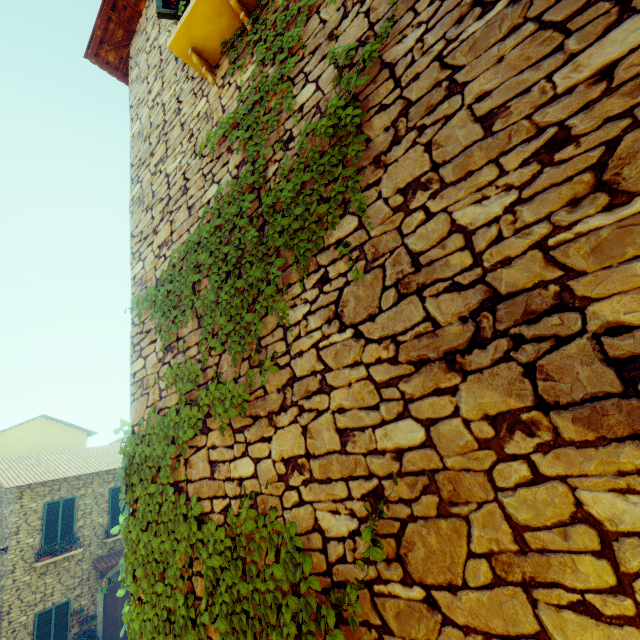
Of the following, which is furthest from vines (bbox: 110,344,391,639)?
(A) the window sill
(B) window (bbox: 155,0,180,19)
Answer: (B) window (bbox: 155,0,180,19)

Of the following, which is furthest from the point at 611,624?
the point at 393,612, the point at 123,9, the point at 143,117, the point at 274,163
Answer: the point at 123,9

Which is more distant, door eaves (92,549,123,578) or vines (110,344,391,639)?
door eaves (92,549,123,578)

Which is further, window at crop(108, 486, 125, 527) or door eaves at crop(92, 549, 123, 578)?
window at crop(108, 486, 125, 527)

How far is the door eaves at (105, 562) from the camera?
13.7 meters

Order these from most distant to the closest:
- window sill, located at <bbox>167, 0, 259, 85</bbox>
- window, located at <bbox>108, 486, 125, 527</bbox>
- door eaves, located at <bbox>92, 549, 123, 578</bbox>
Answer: window, located at <bbox>108, 486, 125, 527</bbox> < door eaves, located at <bbox>92, 549, 123, 578</bbox> < window sill, located at <bbox>167, 0, 259, 85</bbox>

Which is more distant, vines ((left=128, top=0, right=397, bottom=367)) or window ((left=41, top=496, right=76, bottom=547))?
window ((left=41, top=496, right=76, bottom=547))

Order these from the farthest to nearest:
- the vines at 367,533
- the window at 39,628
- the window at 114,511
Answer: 1. the window at 114,511
2. the window at 39,628
3. the vines at 367,533
